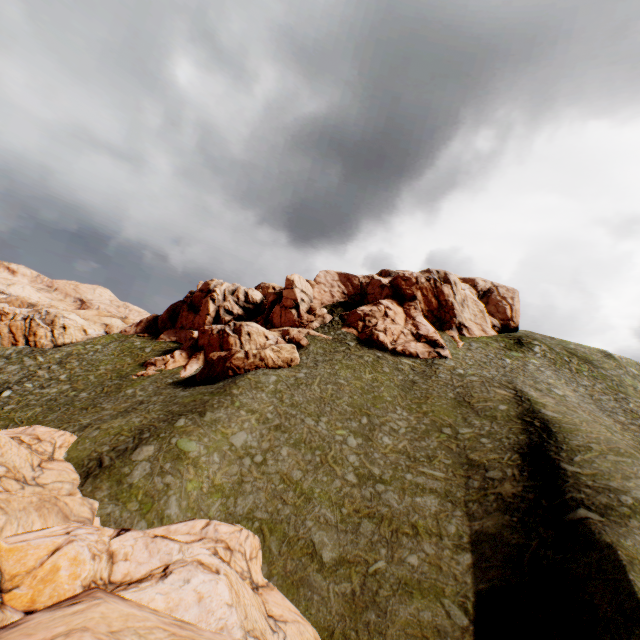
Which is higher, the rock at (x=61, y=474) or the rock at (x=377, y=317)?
the rock at (x=377, y=317)

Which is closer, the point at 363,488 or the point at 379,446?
the point at 363,488

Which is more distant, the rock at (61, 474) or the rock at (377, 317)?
the rock at (377, 317)

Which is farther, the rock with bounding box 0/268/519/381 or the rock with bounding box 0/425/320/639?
the rock with bounding box 0/268/519/381

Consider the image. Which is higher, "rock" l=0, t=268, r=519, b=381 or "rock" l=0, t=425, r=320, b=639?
"rock" l=0, t=268, r=519, b=381
